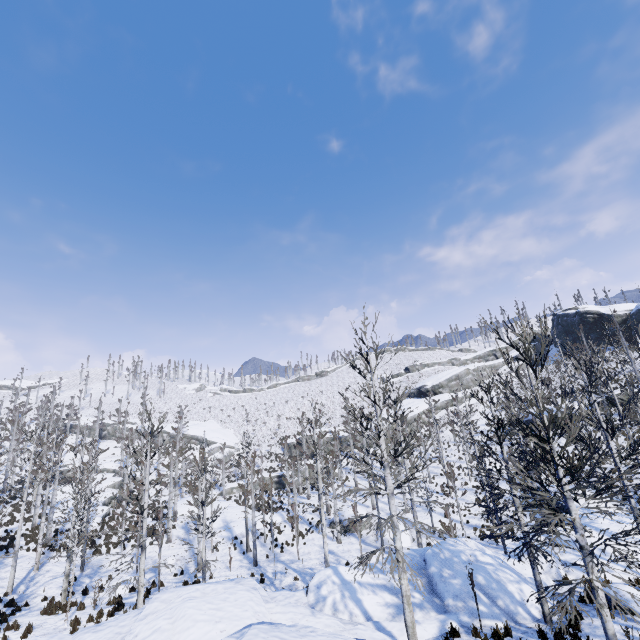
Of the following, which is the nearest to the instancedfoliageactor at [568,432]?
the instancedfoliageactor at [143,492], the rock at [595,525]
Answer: the rock at [595,525]

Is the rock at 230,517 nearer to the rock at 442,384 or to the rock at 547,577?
the rock at 547,577

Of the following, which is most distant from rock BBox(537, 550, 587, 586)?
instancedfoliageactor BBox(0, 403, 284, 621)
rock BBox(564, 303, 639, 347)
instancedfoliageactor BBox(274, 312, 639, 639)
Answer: rock BBox(564, 303, 639, 347)

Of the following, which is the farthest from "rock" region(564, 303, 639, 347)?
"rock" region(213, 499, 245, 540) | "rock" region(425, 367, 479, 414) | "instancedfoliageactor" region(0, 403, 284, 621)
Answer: "instancedfoliageactor" region(0, 403, 284, 621)

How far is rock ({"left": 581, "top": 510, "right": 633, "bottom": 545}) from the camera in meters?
15.6 m

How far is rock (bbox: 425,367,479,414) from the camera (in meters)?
55.06

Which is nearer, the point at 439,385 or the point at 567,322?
the point at 439,385

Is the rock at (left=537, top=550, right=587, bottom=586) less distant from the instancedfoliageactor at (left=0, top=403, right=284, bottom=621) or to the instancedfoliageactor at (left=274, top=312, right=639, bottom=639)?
the instancedfoliageactor at (left=274, top=312, right=639, bottom=639)
